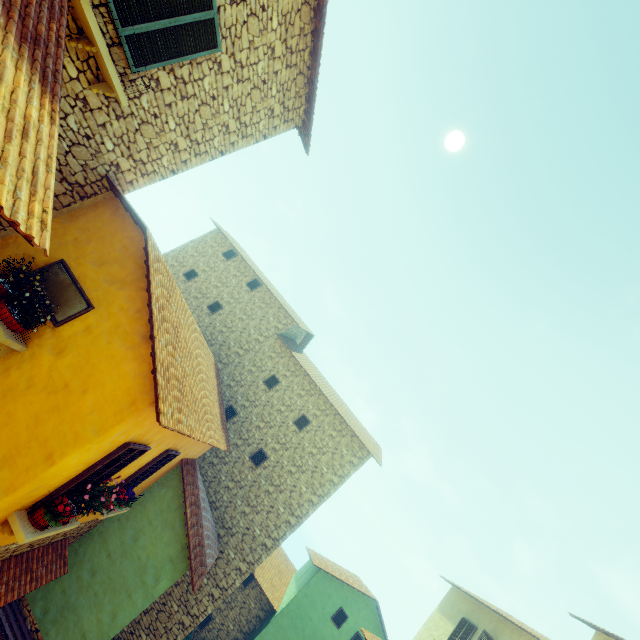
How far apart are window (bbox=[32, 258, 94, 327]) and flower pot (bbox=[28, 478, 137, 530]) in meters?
3.3

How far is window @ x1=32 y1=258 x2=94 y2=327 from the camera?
5.5 meters

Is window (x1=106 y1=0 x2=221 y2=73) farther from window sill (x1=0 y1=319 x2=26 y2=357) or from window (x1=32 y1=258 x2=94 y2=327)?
window sill (x1=0 y1=319 x2=26 y2=357)

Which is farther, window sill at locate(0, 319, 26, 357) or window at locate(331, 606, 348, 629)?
window at locate(331, 606, 348, 629)

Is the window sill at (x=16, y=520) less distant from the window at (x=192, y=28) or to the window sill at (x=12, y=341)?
the window sill at (x=12, y=341)

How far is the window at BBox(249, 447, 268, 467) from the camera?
14.6 meters

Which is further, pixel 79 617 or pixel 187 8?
pixel 79 617

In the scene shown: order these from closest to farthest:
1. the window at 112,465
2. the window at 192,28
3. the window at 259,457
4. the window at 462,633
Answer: the window at 192,28 < the window at 112,465 < the window at 462,633 < the window at 259,457
